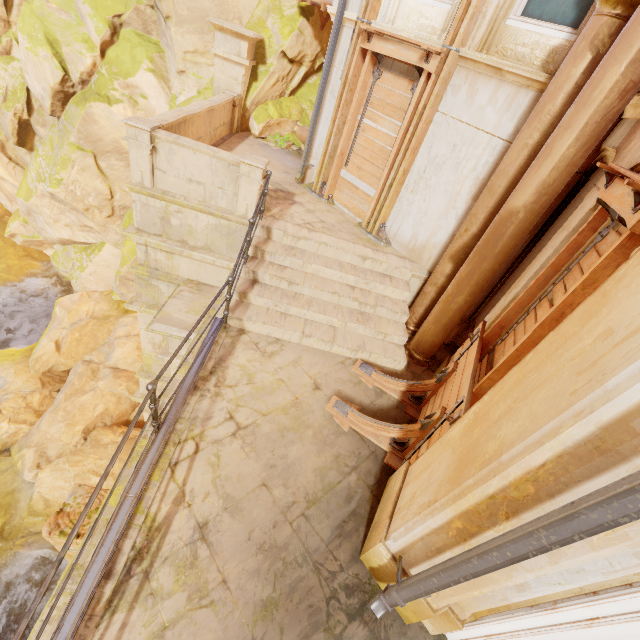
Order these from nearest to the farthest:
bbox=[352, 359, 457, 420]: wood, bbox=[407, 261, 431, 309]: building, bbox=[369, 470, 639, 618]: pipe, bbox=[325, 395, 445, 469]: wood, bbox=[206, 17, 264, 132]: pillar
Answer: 1. bbox=[369, 470, 639, 618]: pipe
2. bbox=[325, 395, 445, 469]: wood
3. bbox=[352, 359, 457, 420]: wood
4. bbox=[407, 261, 431, 309]: building
5. bbox=[206, 17, 264, 132]: pillar

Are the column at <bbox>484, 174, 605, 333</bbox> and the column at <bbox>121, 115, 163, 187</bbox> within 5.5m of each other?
no

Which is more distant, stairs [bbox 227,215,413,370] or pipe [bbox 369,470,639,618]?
stairs [bbox 227,215,413,370]

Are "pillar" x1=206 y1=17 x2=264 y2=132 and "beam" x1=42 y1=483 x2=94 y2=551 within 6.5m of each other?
no

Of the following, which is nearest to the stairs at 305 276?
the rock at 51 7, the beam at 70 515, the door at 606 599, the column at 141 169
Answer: the column at 141 169

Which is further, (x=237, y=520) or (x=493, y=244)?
(x=493, y=244)

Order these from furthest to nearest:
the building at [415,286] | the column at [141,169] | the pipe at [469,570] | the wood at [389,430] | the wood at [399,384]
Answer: the building at [415,286] < the column at [141,169] < the wood at [399,384] < the wood at [389,430] < the pipe at [469,570]

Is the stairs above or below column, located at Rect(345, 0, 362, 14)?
below
